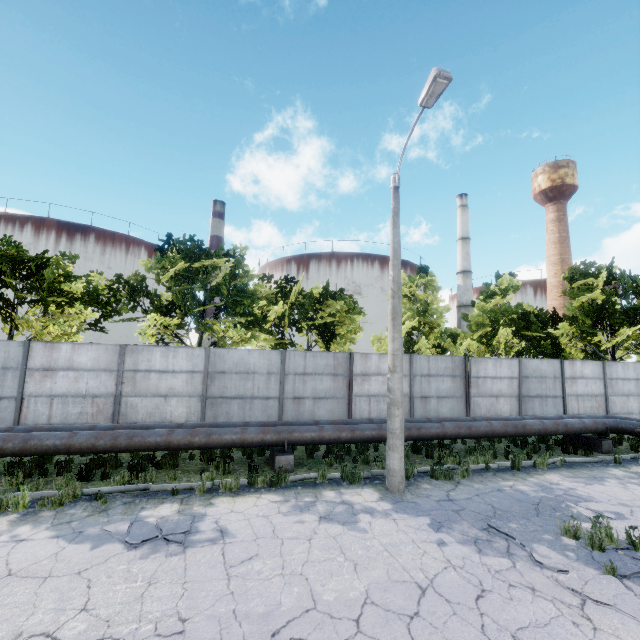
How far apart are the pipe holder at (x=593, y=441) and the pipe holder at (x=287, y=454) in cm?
1236

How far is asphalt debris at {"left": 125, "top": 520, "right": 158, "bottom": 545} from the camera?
5.9m

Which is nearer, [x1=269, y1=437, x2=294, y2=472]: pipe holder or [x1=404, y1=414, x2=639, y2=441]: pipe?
[x1=269, y1=437, x2=294, y2=472]: pipe holder

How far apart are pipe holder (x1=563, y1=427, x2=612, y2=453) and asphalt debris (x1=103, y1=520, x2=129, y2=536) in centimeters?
1519cm

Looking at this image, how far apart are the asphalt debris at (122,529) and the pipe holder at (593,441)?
15.2m

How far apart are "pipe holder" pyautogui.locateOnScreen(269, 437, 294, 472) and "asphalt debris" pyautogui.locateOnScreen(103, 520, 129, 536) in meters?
3.2

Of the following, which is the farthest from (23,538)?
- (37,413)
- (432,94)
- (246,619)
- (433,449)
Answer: (432,94)

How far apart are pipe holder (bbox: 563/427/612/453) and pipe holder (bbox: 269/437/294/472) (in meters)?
12.36
